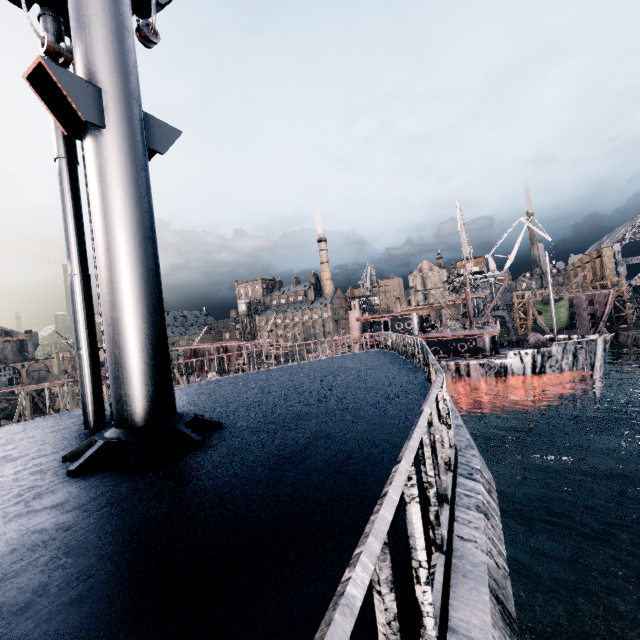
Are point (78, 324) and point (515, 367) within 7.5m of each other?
no
